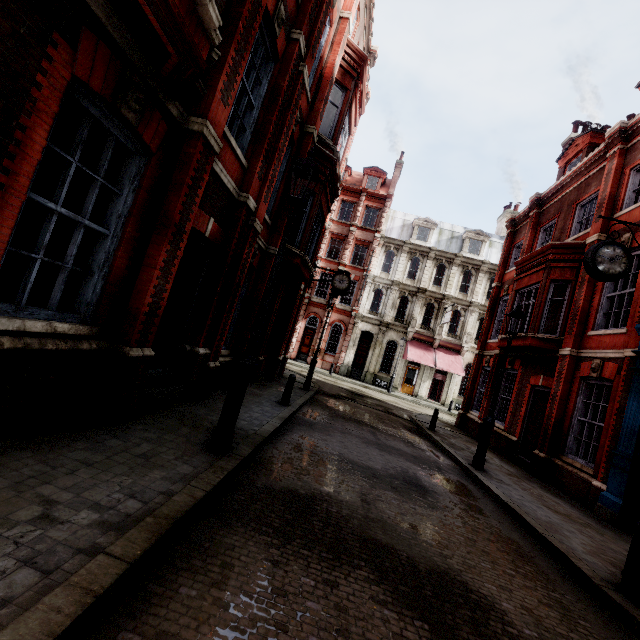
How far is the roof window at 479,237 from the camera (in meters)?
31.12

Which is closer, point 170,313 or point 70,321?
point 70,321

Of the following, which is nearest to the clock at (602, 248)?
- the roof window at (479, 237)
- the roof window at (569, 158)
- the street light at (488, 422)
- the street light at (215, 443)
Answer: the street light at (488, 422)

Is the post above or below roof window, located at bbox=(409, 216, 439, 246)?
below

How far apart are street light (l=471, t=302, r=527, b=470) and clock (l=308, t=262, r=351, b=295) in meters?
8.6

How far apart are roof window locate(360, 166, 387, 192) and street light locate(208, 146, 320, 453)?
30.8m

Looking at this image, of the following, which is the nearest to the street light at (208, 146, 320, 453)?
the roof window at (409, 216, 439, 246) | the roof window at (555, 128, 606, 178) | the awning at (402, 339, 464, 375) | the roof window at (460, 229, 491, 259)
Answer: the roof window at (555, 128, 606, 178)

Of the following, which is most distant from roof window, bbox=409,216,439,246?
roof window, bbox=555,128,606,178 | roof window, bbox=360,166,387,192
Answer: roof window, bbox=555,128,606,178
